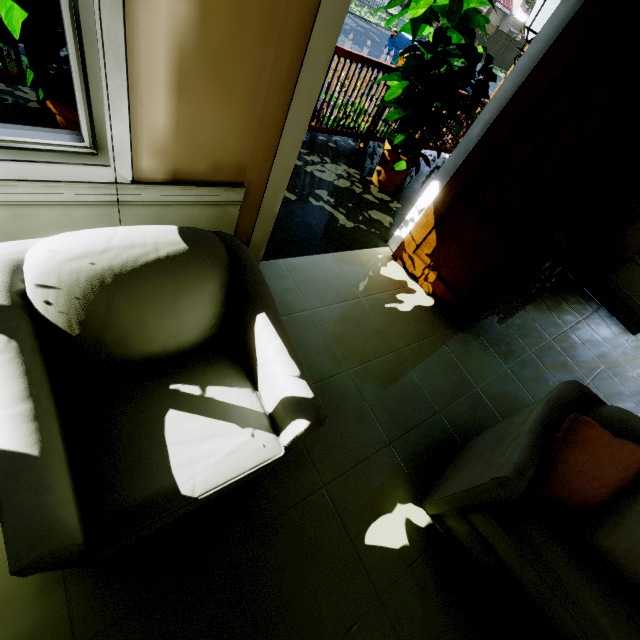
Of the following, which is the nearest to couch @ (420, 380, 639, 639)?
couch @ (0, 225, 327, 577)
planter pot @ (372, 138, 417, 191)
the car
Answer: couch @ (0, 225, 327, 577)

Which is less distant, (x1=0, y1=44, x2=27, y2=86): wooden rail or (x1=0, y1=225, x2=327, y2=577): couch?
(x1=0, y1=225, x2=327, y2=577): couch

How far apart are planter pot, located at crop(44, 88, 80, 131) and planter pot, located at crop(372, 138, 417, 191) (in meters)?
2.46

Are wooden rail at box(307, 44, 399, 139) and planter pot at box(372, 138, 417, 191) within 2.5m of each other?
yes

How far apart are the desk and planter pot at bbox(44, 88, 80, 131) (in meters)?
3.57

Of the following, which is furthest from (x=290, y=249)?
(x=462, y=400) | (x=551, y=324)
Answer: (x=551, y=324)

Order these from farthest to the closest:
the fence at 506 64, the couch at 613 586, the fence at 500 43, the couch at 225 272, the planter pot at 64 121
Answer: the fence at 506 64
the fence at 500 43
the planter pot at 64 121
the couch at 613 586
the couch at 225 272

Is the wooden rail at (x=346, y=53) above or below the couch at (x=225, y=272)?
above
